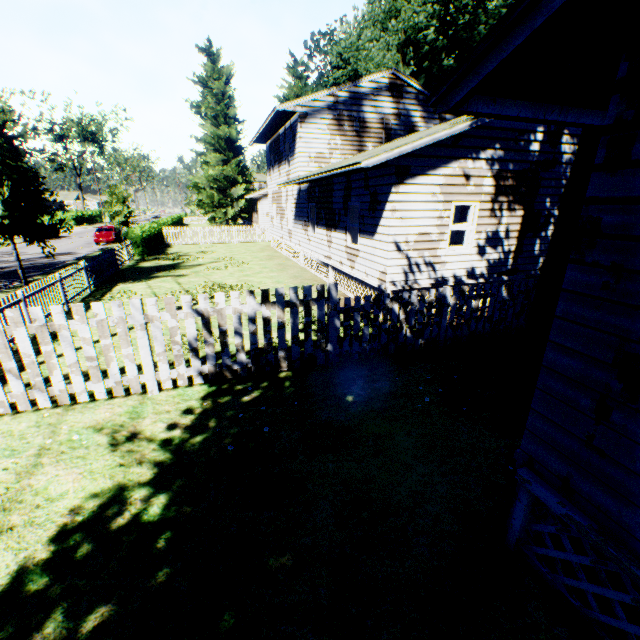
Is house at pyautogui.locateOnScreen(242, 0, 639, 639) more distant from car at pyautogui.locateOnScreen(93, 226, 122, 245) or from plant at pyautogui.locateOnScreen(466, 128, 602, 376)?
car at pyautogui.locateOnScreen(93, 226, 122, 245)

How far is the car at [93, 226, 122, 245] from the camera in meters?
28.8 m

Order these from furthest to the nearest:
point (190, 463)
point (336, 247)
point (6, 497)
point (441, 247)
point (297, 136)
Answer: point (297, 136) < point (336, 247) < point (441, 247) < point (190, 463) < point (6, 497)

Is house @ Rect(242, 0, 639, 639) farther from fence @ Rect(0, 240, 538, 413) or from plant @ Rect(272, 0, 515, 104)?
fence @ Rect(0, 240, 538, 413)

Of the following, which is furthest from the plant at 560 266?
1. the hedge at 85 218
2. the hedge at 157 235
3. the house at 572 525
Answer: the hedge at 85 218

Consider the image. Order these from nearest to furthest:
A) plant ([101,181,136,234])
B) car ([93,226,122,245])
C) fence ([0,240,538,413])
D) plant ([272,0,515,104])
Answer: fence ([0,240,538,413]) < plant ([272,0,515,104]) < plant ([101,181,136,234]) < car ([93,226,122,245])

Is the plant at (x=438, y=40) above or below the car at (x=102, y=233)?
above

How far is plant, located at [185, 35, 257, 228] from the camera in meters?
40.2 m
